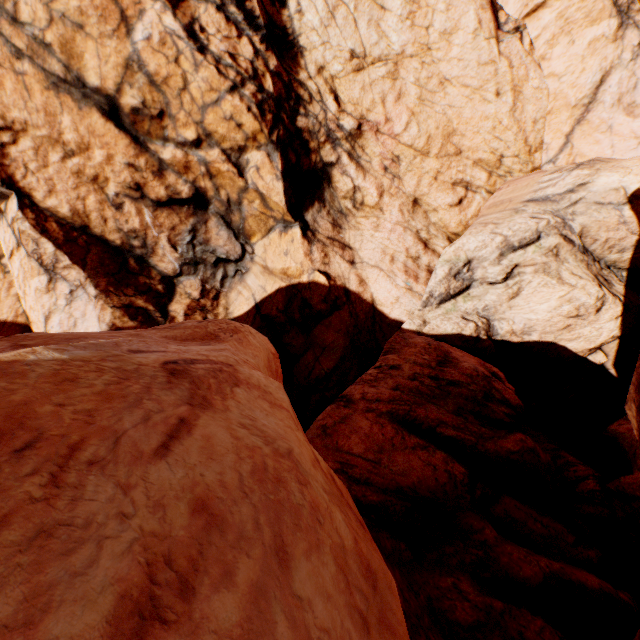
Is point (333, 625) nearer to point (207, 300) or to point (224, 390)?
point (224, 390)
